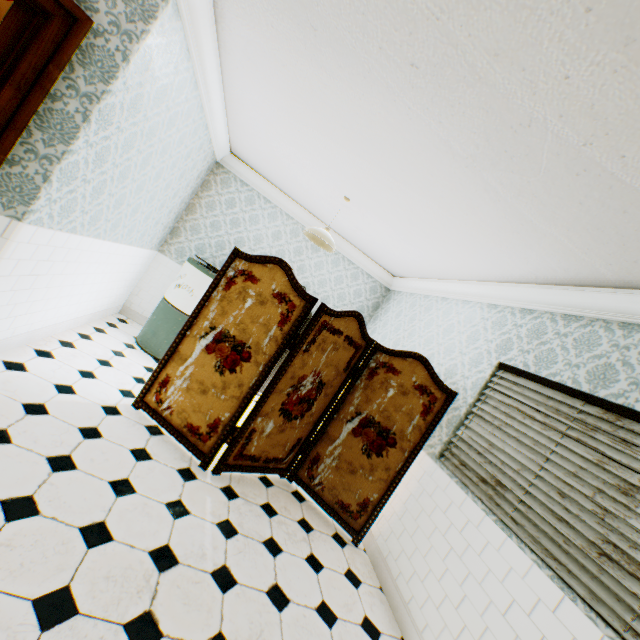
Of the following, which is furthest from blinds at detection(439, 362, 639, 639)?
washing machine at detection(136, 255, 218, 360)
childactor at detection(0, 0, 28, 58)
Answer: childactor at detection(0, 0, 28, 58)

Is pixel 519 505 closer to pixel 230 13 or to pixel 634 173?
pixel 634 173

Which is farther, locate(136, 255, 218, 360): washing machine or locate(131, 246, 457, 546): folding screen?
locate(136, 255, 218, 360): washing machine

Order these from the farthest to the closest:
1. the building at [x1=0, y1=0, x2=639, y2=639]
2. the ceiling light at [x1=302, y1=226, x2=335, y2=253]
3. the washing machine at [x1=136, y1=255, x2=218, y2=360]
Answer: the washing machine at [x1=136, y1=255, x2=218, y2=360] < the ceiling light at [x1=302, y1=226, x2=335, y2=253] < the building at [x1=0, y1=0, x2=639, y2=639]

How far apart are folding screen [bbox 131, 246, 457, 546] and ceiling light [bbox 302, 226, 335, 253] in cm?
101

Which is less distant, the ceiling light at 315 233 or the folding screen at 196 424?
the folding screen at 196 424

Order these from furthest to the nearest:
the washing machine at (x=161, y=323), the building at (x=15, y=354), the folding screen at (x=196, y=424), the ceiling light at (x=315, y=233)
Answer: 1. the washing machine at (x=161, y=323)
2. the ceiling light at (x=315, y=233)
3. the folding screen at (x=196, y=424)
4. the building at (x=15, y=354)

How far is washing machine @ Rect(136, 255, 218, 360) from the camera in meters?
4.5 m
